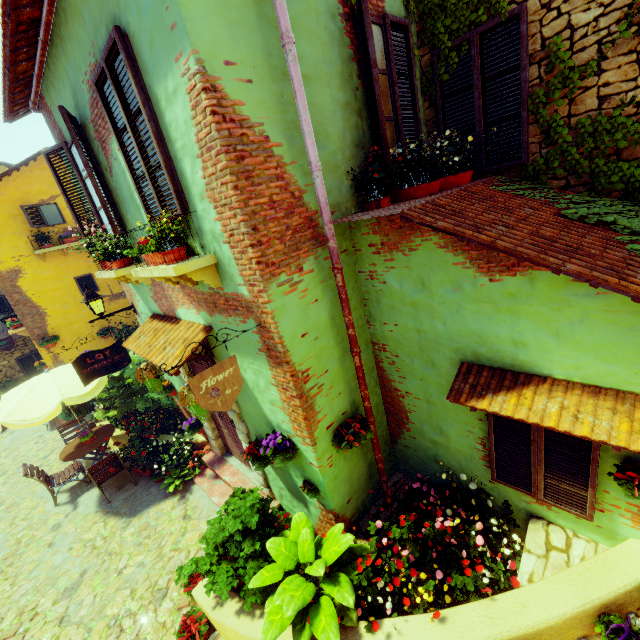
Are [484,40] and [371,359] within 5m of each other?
yes

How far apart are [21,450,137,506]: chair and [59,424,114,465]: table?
0.1m

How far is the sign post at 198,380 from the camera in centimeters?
299cm

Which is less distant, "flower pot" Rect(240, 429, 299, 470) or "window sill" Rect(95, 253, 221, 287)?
"window sill" Rect(95, 253, 221, 287)

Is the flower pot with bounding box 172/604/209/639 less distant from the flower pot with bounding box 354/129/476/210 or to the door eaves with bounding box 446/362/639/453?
the door eaves with bounding box 446/362/639/453

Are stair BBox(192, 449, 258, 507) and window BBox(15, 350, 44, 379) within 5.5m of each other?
no

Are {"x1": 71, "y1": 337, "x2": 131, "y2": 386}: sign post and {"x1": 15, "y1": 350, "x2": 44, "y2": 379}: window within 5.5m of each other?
no

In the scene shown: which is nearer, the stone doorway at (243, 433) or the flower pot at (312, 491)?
the flower pot at (312, 491)
